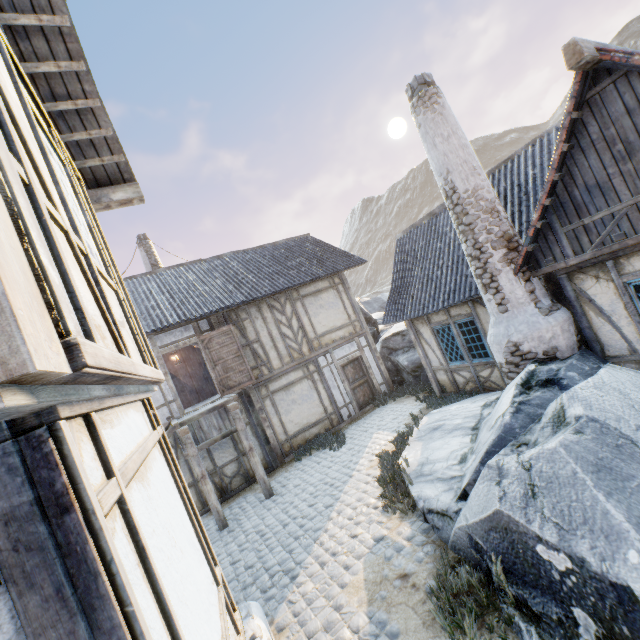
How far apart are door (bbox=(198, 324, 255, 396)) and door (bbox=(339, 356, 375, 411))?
3.60m

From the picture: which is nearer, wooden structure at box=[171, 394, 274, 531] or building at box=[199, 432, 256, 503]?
wooden structure at box=[171, 394, 274, 531]

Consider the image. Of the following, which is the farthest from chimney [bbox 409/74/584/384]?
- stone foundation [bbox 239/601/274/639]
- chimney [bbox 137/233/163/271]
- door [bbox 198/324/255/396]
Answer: chimney [bbox 137/233/163/271]

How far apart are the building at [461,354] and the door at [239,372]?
5.6m

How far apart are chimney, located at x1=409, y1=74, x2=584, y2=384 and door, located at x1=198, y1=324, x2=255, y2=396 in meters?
7.2

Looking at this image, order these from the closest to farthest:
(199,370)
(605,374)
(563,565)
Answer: (563,565)
(605,374)
(199,370)

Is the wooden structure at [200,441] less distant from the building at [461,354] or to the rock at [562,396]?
the rock at [562,396]

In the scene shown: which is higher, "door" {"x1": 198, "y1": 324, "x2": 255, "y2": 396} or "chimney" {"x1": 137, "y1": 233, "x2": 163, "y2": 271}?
"chimney" {"x1": 137, "y1": 233, "x2": 163, "y2": 271}
